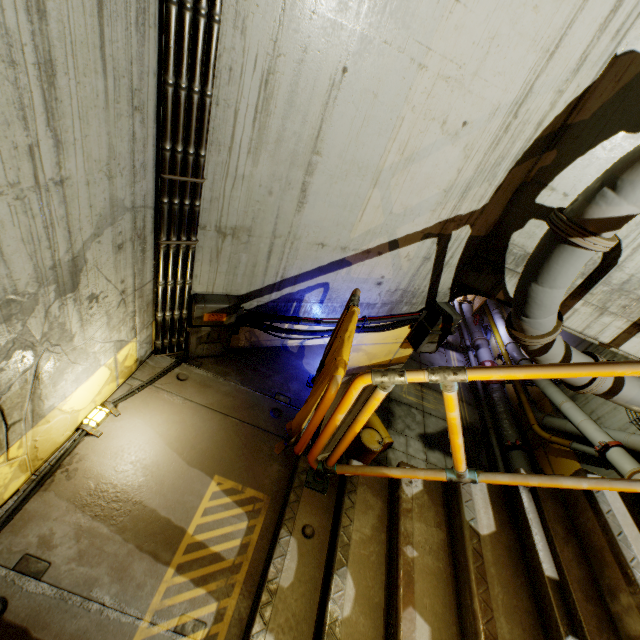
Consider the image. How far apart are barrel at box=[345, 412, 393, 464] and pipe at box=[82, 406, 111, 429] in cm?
769

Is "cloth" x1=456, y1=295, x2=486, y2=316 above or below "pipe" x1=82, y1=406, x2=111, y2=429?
below

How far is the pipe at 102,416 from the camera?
2.8m

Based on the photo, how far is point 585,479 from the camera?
2.2 meters

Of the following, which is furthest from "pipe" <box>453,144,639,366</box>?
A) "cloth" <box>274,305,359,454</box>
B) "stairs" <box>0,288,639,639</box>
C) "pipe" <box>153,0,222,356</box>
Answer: "pipe" <box>153,0,222,356</box>

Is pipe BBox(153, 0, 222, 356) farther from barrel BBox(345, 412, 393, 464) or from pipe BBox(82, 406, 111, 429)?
barrel BBox(345, 412, 393, 464)

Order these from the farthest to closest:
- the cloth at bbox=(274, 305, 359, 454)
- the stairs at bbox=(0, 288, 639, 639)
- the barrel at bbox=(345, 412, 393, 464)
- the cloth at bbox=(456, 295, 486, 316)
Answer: the cloth at bbox=(456, 295, 486, 316) → the barrel at bbox=(345, 412, 393, 464) → the cloth at bbox=(274, 305, 359, 454) → the stairs at bbox=(0, 288, 639, 639)

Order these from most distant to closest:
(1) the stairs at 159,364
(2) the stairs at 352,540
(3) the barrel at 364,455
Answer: (3) the barrel at 364,455
(1) the stairs at 159,364
(2) the stairs at 352,540
